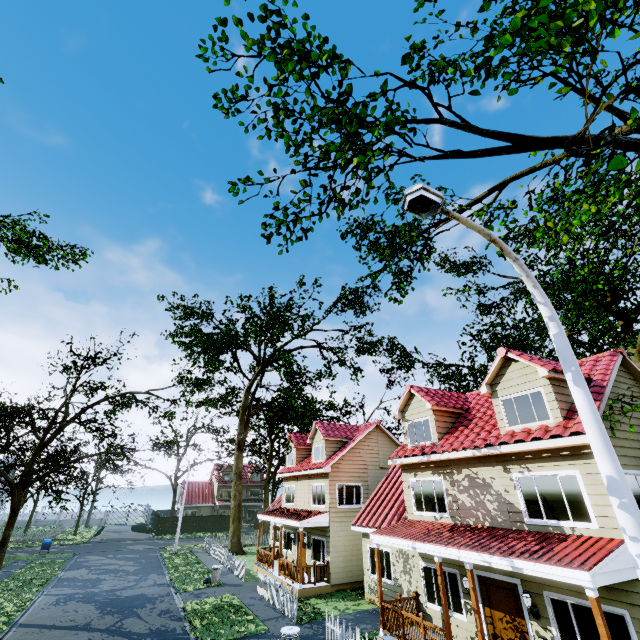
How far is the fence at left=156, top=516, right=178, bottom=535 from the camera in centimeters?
4403cm

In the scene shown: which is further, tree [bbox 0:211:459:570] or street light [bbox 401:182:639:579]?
tree [bbox 0:211:459:570]

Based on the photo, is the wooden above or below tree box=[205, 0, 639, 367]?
below

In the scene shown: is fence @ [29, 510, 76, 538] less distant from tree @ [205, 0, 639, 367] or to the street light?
tree @ [205, 0, 639, 367]

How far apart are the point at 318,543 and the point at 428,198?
22.3m

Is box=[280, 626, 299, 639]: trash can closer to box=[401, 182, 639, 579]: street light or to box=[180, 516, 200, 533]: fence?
box=[180, 516, 200, 533]: fence

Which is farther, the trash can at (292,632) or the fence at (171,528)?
the fence at (171,528)

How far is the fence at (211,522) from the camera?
46.4m
